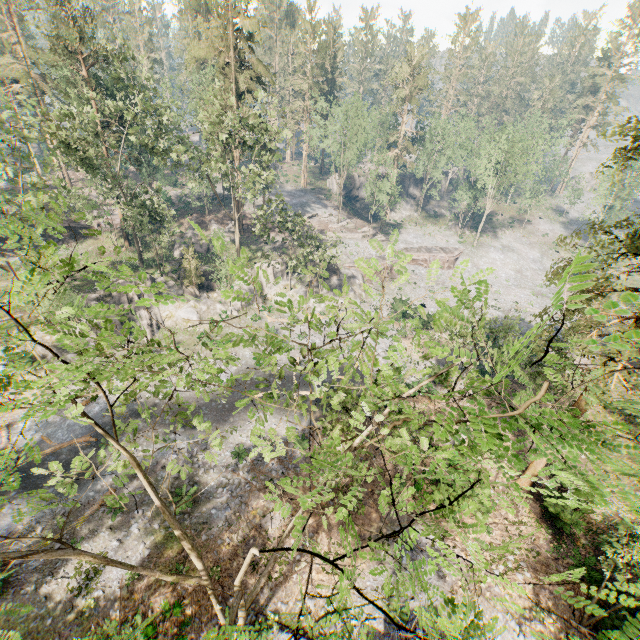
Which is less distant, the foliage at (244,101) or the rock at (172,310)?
the foliage at (244,101)

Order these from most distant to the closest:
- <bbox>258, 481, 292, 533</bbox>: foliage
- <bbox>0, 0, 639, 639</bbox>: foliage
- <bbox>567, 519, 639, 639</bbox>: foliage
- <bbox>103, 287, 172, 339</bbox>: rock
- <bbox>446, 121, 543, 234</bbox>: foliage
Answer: <bbox>446, 121, 543, 234</bbox>: foliage < <bbox>103, 287, 172, 339</bbox>: rock < <bbox>258, 481, 292, 533</bbox>: foliage < <bbox>0, 0, 639, 639</bbox>: foliage < <bbox>567, 519, 639, 639</bbox>: foliage

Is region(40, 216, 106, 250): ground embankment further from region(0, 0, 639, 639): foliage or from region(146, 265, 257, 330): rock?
region(146, 265, 257, 330): rock

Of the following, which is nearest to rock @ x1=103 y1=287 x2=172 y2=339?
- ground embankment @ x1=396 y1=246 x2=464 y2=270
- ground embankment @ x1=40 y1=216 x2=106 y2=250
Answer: ground embankment @ x1=396 y1=246 x2=464 y2=270

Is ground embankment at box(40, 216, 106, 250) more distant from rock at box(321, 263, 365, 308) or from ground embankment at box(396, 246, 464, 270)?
ground embankment at box(396, 246, 464, 270)

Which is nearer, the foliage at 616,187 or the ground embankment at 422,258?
the foliage at 616,187

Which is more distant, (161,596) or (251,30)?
(251,30)
